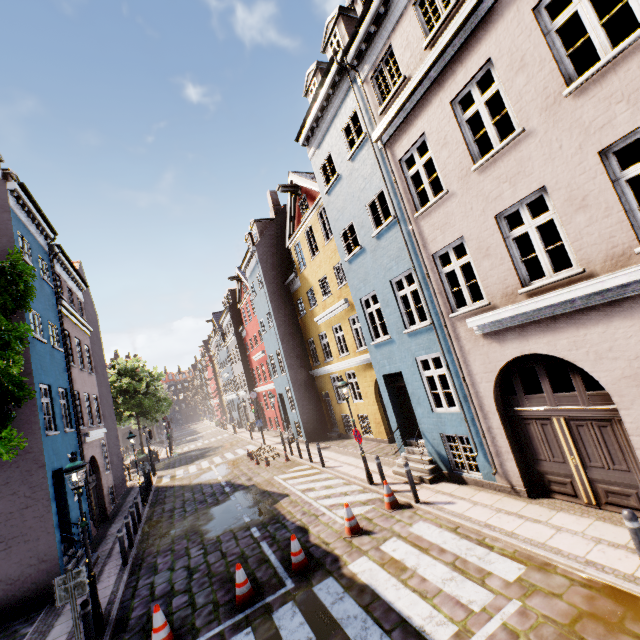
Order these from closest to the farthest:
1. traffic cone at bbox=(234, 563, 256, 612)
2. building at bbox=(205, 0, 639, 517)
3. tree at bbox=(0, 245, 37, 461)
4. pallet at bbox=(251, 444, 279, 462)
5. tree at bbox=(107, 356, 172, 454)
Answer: tree at bbox=(0, 245, 37, 461)
building at bbox=(205, 0, 639, 517)
traffic cone at bbox=(234, 563, 256, 612)
pallet at bbox=(251, 444, 279, 462)
tree at bbox=(107, 356, 172, 454)

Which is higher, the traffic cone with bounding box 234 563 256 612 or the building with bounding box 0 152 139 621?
the building with bounding box 0 152 139 621

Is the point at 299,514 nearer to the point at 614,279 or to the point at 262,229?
the point at 614,279

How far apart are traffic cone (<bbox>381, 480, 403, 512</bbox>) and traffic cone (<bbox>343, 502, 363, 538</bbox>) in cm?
88

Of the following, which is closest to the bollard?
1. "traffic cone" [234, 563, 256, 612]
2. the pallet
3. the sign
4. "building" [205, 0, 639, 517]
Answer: "building" [205, 0, 639, 517]

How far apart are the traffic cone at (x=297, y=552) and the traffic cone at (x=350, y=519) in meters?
1.0 m

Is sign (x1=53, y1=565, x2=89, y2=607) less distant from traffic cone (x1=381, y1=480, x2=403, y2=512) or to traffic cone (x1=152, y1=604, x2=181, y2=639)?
traffic cone (x1=152, y1=604, x2=181, y2=639)

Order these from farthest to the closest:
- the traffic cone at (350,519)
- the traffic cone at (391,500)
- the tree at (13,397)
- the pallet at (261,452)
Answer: the pallet at (261,452), the traffic cone at (391,500), the traffic cone at (350,519), the tree at (13,397)
